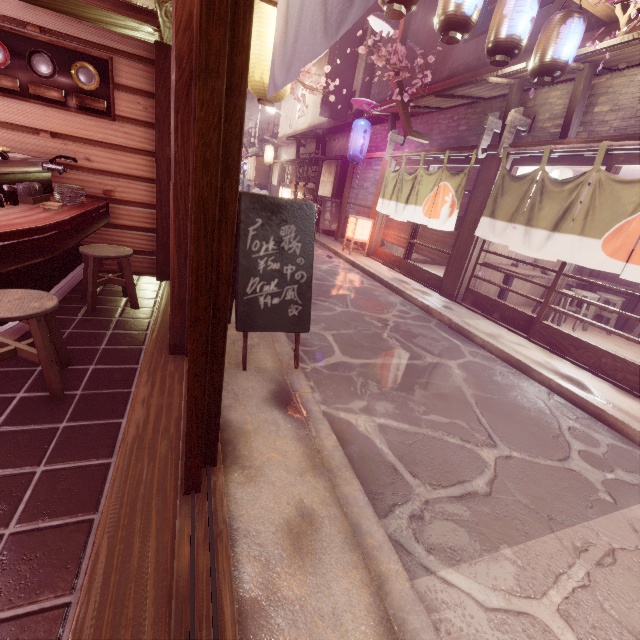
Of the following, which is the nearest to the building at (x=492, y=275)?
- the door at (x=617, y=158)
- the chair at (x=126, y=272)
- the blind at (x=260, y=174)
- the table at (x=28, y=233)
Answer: the door at (x=617, y=158)

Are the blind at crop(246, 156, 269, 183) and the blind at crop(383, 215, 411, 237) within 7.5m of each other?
no

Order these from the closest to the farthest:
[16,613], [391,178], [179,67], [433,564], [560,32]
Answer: [16,613]
[433,564]
[179,67]
[560,32]
[391,178]

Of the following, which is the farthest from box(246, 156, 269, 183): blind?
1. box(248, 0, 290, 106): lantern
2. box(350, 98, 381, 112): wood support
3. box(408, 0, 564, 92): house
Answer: box(248, 0, 290, 106): lantern

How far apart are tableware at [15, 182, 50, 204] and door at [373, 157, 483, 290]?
12.2 meters

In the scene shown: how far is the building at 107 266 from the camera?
8.20m

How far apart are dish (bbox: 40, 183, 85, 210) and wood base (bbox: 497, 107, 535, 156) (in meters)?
11.40

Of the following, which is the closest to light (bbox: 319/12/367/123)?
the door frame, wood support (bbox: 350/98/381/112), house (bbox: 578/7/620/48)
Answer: house (bbox: 578/7/620/48)
